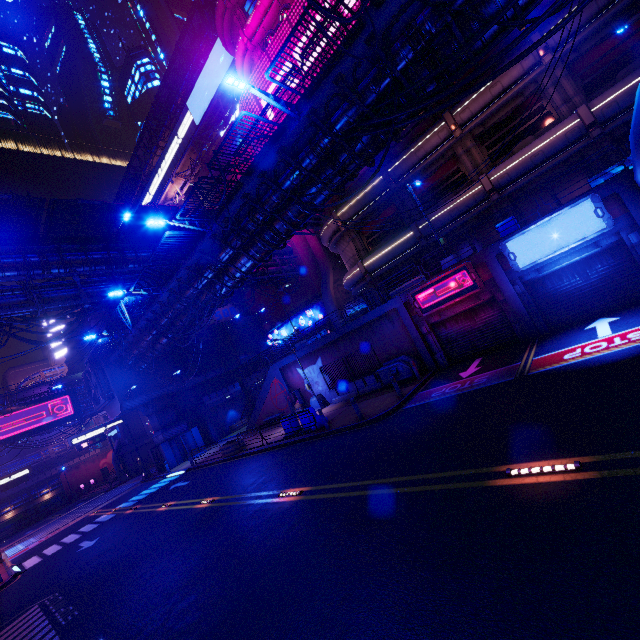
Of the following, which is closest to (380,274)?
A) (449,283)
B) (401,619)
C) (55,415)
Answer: (449,283)

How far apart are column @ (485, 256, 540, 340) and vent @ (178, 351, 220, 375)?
33.01m

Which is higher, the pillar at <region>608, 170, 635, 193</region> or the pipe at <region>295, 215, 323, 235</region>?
the pipe at <region>295, 215, 323, 235</region>

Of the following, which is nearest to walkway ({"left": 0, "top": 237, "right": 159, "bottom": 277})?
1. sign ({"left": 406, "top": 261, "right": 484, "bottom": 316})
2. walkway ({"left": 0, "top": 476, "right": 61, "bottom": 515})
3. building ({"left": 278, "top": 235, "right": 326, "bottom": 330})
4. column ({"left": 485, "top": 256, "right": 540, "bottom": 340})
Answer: building ({"left": 278, "top": 235, "right": 326, "bottom": 330})

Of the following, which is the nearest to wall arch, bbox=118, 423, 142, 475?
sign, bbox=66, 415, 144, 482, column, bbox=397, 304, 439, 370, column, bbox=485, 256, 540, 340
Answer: sign, bbox=66, 415, 144, 482

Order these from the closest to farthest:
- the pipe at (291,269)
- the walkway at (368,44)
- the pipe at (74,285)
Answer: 1. the walkway at (368,44)
2. the pipe at (74,285)
3. the pipe at (291,269)

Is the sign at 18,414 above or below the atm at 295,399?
above

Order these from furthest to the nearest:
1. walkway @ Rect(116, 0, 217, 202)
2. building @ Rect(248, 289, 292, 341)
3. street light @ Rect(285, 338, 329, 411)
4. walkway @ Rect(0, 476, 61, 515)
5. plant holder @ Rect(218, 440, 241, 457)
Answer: walkway @ Rect(0, 476, 61, 515) → building @ Rect(248, 289, 292, 341) → walkway @ Rect(116, 0, 217, 202) → street light @ Rect(285, 338, 329, 411) → plant holder @ Rect(218, 440, 241, 457)
